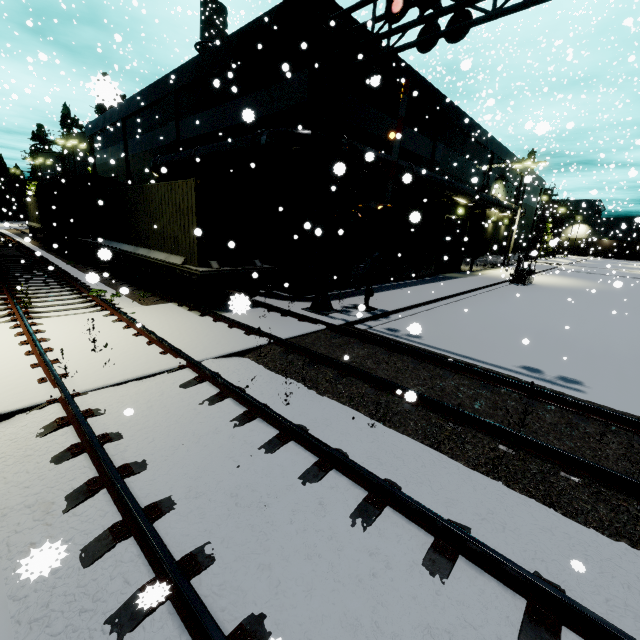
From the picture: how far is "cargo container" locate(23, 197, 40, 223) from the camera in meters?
29.3

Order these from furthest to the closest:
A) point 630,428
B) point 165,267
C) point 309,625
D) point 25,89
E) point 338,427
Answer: point 165,267 < point 25,89 < point 630,428 < point 338,427 < point 309,625

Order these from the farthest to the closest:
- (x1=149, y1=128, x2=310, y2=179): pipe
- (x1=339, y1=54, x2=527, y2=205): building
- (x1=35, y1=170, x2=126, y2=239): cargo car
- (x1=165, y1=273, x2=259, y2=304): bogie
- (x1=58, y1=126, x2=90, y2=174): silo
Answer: (x1=58, y1=126, x2=90, y2=174): silo
(x1=35, y1=170, x2=126, y2=239): cargo car
(x1=339, y1=54, x2=527, y2=205): building
(x1=149, y1=128, x2=310, y2=179): pipe
(x1=165, y1=273, x2=259, y2=304): bogie

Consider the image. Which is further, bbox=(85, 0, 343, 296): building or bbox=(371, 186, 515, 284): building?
bbox=(371, 186, 515, 284): building

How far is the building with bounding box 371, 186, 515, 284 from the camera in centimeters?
1877cm

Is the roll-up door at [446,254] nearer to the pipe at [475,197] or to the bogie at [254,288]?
the pipe at [475,197]

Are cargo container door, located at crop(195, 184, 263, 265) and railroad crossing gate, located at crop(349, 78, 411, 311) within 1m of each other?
no

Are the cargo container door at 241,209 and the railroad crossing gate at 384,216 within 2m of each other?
no
